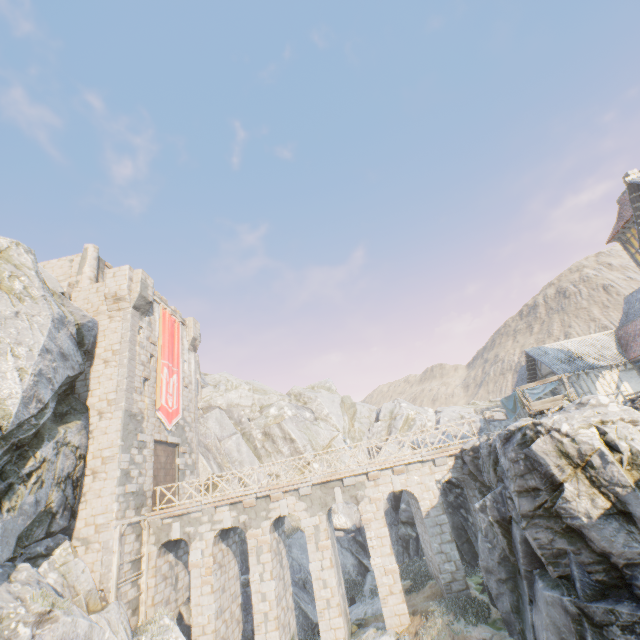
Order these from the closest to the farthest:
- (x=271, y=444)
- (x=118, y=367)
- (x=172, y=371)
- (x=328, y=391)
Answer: (x=118, y=367), (x=172, y=371), (x=271, y=444), (x=328, y=391)

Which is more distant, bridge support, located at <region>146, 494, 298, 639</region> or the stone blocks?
the stone blocks

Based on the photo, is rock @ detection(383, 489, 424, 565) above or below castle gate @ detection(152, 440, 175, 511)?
below

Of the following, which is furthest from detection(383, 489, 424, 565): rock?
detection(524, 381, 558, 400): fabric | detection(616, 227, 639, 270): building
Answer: detection(524, 381, 558, 400): fabric

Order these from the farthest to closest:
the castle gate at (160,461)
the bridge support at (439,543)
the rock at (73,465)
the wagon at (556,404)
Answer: the castle gate at (160,461), the bridge support at (439,543), the wagon at (556,404), the rock at (73,465)

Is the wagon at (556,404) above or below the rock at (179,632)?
above

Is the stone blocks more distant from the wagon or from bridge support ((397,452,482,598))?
the wagon

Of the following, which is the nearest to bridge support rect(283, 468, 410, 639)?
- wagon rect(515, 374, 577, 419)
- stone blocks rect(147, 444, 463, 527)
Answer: stone blocks rect(147, 444, 463, 527)
